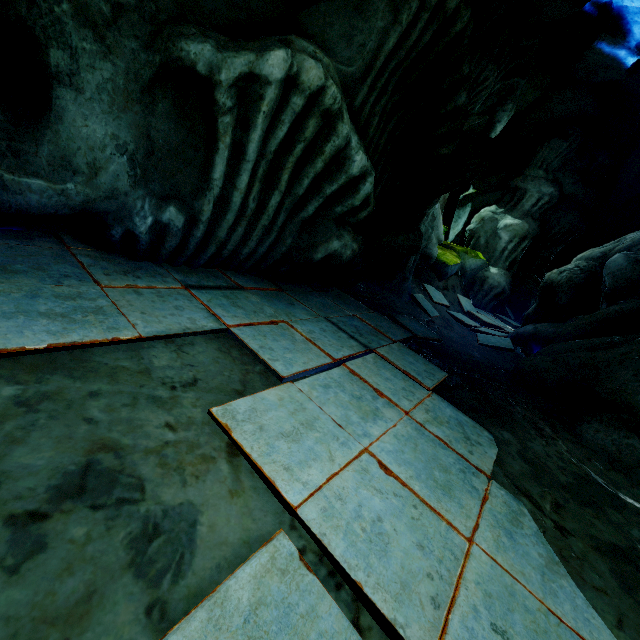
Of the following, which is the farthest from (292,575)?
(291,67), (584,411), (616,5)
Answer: (616,5)
